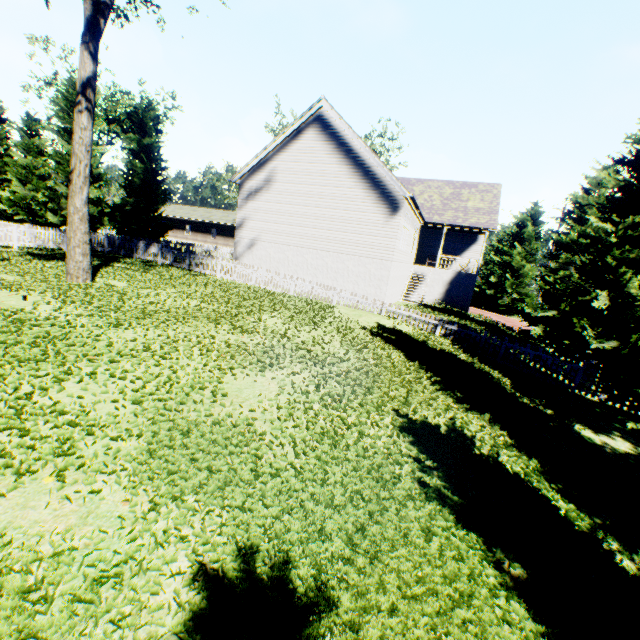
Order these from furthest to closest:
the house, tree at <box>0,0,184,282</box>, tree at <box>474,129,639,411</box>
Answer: the house < tree at <box>0,0,184,282</box> < tree at <box>474,129,639,411</box>

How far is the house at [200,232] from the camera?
47.8 meters

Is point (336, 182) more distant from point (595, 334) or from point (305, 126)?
point (595, 334)

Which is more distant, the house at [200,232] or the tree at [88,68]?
the house at [200,232]

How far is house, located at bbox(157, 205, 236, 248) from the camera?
47.8m

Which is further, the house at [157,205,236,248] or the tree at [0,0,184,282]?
the house at [157,205,236,248]

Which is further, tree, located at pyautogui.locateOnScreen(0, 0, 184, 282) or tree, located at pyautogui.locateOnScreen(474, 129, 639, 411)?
tree, located at pyautogui.locateOnScreen(0, 0, 184, 282)
